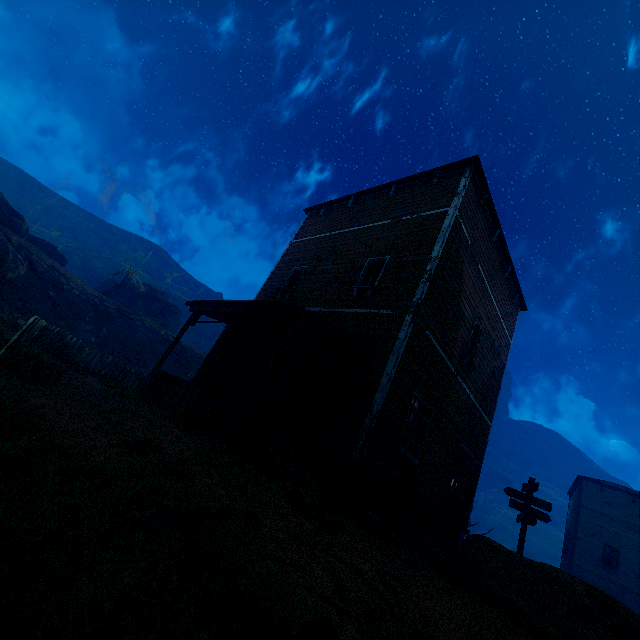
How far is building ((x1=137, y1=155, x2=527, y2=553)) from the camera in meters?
7.5 m

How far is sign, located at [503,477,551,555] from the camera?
10.1m

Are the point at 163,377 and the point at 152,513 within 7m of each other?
no

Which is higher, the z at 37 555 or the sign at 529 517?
the sign at 529 517

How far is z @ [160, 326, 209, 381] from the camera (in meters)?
27.88

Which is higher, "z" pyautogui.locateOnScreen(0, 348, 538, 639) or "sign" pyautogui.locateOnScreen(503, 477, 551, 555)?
"sign" pyautogui.locateOnScreen(503, 477, 551, 555)

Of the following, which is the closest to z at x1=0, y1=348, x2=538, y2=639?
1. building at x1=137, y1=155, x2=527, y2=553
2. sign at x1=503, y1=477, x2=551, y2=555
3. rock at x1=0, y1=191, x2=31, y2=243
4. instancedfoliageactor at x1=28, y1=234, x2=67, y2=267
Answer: building at x1=137, y1=155, x2=527, y2=553

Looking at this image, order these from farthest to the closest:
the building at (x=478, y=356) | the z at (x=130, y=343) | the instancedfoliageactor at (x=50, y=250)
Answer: the instancedfoliageactor at (x=50, y=250)
the z at (x=130, y=343)
the building at (x=478, y=356)
